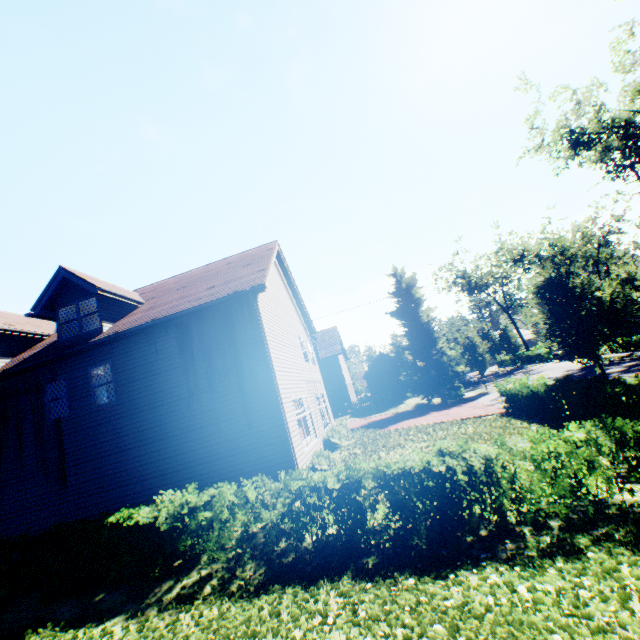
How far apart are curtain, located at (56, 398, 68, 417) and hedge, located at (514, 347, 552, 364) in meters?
54.2 m

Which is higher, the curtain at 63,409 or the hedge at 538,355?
the curtain at 63,409

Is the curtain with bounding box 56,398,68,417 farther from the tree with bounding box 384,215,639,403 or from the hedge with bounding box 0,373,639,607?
the tree with bounding box 384,215,639,403

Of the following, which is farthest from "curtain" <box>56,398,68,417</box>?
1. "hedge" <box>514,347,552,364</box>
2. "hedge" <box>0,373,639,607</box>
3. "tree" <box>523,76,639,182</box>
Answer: "hedge" <box>514,347,552,364</box>

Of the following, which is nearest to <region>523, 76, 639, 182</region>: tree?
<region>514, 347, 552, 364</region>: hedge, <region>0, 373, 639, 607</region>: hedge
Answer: <region>0, 373, 639, 607</region>: hedge

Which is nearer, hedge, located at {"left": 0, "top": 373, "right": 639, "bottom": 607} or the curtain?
hedge, located at {"left": 0, "top": 373, "right": 639, "bottom": 607}

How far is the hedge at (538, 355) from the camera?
43.7 meters

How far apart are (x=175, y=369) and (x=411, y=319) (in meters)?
25.19
